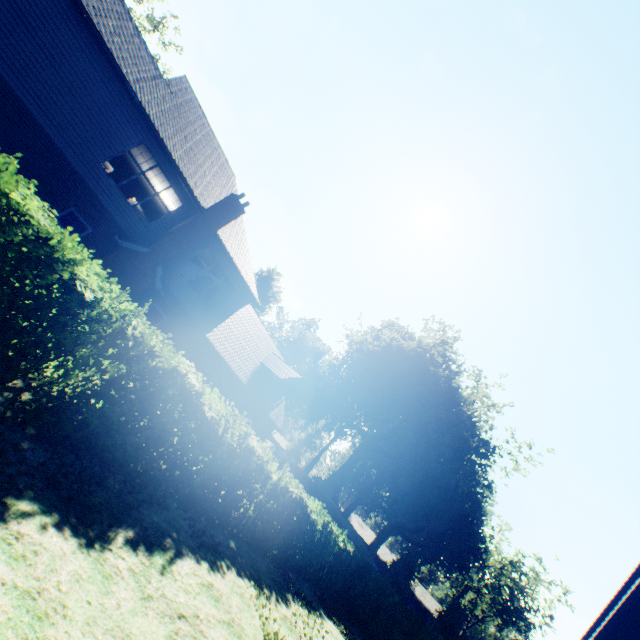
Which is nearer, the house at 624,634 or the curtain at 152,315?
the house at 624,634

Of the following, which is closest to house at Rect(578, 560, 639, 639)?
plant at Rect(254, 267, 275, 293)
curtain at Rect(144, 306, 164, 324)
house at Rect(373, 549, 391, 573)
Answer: curtain at Rect(144, 306, 164, 324)

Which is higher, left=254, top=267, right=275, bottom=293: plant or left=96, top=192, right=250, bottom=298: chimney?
left=254, top=267, right=275, bottom=293: plant

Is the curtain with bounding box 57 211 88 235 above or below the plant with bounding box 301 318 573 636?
below

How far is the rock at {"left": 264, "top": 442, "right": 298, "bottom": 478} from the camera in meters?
33.4

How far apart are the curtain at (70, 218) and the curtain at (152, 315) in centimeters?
392cm

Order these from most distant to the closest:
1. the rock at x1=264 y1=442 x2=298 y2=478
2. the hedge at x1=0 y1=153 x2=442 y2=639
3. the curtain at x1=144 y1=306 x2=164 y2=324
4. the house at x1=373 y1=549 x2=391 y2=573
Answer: the house at x1=373 y1=549 x2=391 y2=573, the rock at x1=264 y1=442 x2=298 y2=478, the curtain at x1=144 y1=306 x2=164 y2=324, the hedge at x1=0 y1=153 x2=442 y2=639

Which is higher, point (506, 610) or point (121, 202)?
point (506, 610)
